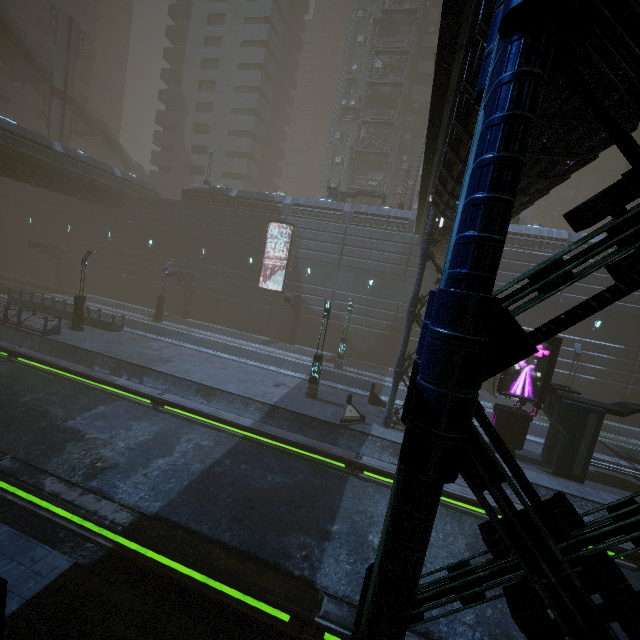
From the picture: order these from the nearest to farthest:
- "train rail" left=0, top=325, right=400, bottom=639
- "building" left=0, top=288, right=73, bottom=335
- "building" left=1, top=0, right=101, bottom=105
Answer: "train rail" left=0, top=325, right=400, bottom=639 → "building" left=0, top=288, right=73, bottom=335 → "building" left=1, top=0, right=101, bottom=105

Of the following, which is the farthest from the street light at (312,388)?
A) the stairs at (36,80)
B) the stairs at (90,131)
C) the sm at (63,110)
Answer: the stairs at (90,131)

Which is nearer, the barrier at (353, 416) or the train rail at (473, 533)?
the train rail at (473, 533)

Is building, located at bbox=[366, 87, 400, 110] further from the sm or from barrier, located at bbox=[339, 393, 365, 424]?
the sm

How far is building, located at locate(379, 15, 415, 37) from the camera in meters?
38.2

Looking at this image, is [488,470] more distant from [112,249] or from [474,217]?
[112,249]

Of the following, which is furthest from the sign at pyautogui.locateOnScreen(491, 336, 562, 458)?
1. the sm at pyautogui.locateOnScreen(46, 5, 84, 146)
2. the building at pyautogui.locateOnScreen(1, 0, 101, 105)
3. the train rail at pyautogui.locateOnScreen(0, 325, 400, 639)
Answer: the building at pyautogui.locateOnScreen(1, 0, 101, 105)

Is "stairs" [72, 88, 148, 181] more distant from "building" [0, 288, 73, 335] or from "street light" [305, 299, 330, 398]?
"street light" [305, 299, 330, 398]
